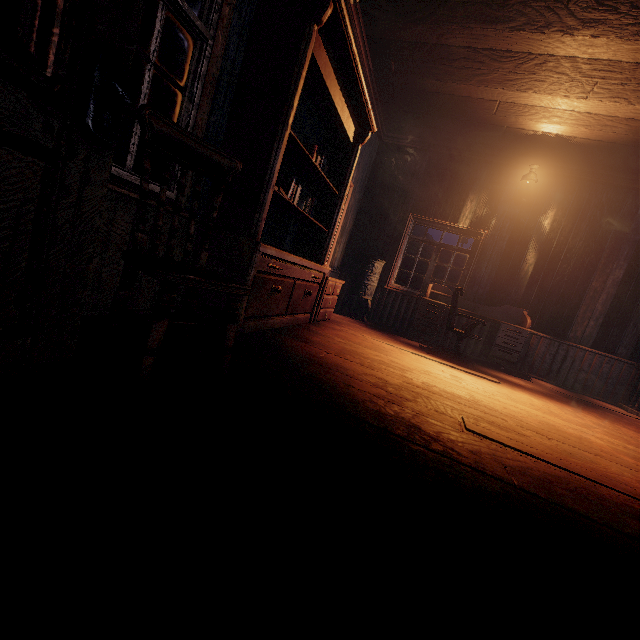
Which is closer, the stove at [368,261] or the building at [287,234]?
the building at [287,234]

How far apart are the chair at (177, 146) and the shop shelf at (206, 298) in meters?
0.6

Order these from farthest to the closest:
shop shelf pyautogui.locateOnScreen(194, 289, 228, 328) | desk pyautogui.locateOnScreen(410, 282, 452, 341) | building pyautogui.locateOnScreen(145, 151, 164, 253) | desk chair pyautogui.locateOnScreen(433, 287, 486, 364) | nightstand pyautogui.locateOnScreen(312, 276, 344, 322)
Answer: desk pyautogui.locateOnScreen(410, 282, 452, 341) < desk chair pyautogui.locateOnScreen(433, 287, 486, 364) < nightstand pyautogui.locateOnScreen(312, 276, 344, 322) < shop shelf pyautogui.locateOnScreen(194, 289, 228, 328) < building pyautogui.locateOnScreen(145, 151, 164, 253)

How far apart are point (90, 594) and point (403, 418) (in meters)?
1.70

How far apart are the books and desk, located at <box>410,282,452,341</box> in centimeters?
341cm

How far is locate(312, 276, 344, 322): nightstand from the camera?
4.5m

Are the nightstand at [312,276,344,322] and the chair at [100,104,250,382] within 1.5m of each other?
Result: no

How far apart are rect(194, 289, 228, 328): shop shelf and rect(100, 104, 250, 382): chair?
0.6m
